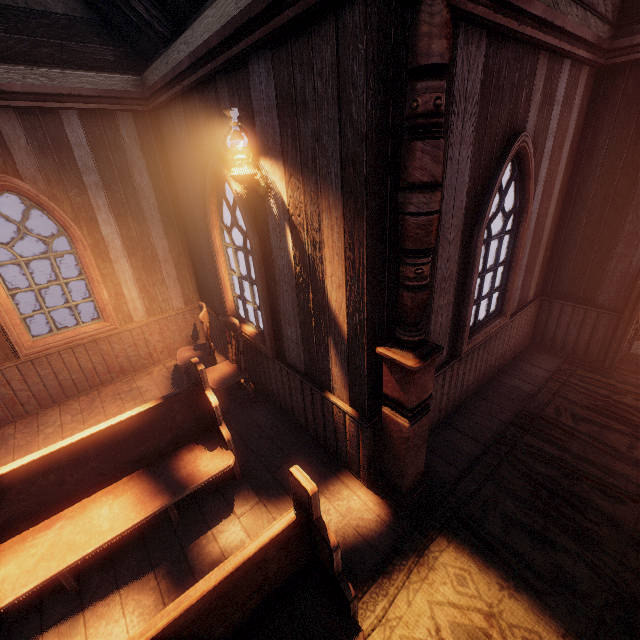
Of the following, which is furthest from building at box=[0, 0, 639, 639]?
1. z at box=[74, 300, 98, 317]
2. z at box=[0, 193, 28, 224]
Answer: z at box=[74, 300, 98, 317]

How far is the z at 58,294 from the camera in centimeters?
1085cm

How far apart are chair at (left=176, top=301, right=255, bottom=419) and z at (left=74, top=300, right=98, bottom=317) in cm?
878

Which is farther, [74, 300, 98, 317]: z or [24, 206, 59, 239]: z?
[24, 206, 59, 239]: z

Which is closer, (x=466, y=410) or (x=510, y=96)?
(x=510, y=96)

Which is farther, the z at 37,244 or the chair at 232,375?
the z at 37,244

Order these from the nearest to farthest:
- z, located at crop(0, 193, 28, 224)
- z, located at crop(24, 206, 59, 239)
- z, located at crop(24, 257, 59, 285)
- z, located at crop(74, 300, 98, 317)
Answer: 1. z, located at crop(74, 300, 98, 317)
2. z, located at crop(24, 257, 59, 285)
3. z, located at crop(24, 206, 59, 239)
4. z, located at crop(0, 193, 28, 224)

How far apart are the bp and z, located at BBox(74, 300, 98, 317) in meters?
10.4
